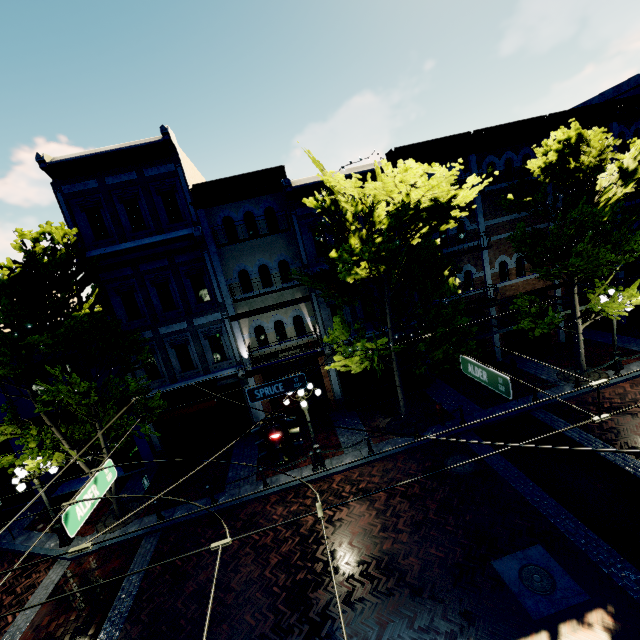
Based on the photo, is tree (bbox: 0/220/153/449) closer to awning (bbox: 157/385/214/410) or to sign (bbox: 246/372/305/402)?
awning (bbox: 157/385/214/410)

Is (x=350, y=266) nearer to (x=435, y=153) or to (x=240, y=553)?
(x=435, y=153)

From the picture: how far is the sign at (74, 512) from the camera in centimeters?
554cm

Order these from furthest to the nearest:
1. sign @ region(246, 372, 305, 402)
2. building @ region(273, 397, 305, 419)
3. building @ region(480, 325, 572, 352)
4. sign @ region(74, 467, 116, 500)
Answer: building @ region(480, 325, 572, 352) → building @ region(273, 397, 305, 419) → sign @ region(246, 372, 305, 402) → sign @ region(74, 467, 116, 500)

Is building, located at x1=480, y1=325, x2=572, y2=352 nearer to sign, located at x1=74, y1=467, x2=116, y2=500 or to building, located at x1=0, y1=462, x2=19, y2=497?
building, located at x1=0, y1=462, x2=19, y2=497

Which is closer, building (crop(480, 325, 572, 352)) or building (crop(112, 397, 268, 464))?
building (crop(112, 397, 268, 464))

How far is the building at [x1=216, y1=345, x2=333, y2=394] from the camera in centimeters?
1562cm

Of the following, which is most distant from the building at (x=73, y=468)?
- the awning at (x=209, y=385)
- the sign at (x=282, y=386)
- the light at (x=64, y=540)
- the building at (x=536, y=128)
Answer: the sign at (x=282, y=386)
